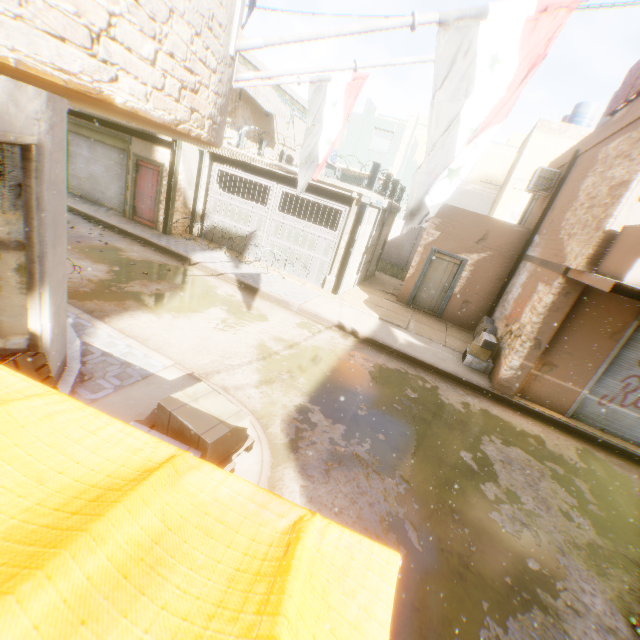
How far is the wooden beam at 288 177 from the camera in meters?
11.5 m

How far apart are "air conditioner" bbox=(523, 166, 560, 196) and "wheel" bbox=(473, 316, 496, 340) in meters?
3.6 m

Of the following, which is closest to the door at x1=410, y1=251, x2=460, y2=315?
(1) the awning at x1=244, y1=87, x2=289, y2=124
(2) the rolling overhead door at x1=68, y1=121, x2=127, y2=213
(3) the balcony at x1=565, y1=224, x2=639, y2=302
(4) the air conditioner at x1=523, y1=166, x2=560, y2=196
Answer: (3) the balcony at x1=565, y1=224, x2=639, y2=302

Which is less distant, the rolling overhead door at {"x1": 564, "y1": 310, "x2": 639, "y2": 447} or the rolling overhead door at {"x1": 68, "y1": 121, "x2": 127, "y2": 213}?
the rolling overhead door at {"x1": 564, "y1": 310, "x2": 639, "y2": 447}

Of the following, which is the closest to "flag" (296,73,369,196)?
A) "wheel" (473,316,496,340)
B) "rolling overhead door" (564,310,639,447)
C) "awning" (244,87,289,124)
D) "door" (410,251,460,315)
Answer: "door" (410,251,460,315)

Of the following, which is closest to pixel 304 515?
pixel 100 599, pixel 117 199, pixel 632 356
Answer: pixel 100 599

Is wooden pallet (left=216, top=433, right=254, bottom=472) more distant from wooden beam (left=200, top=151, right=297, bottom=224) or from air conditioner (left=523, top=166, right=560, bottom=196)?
wooden beam (left=200, top=151, right=297, bottom=224)

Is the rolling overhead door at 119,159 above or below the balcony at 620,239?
below
